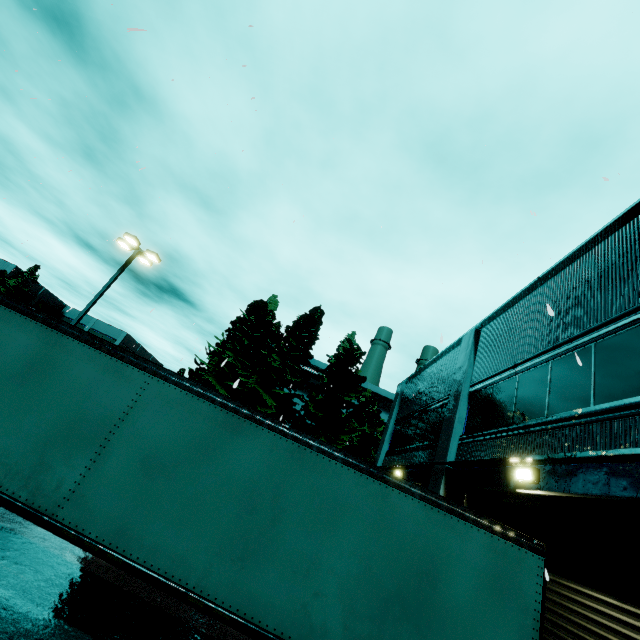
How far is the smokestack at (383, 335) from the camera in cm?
4641

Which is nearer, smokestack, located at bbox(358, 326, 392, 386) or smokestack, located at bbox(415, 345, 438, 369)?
smokestack, located at bbox(358, 326, 392, 386)

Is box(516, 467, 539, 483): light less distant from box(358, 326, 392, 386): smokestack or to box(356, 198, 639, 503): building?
box(356, 198, 639, 503): building

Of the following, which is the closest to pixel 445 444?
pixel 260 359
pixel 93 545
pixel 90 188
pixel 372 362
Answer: pixel 93 545

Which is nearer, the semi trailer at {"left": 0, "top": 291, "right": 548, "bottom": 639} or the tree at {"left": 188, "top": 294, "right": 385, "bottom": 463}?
the semi trailer at {"left": 0, "top": 291, "right": 548, "bottom": 639}

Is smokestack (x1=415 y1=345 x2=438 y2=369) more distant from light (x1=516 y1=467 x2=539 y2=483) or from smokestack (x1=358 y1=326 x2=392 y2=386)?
light (x1=516 y1=467 x2=539 y2=483)

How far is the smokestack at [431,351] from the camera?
48.8 meters

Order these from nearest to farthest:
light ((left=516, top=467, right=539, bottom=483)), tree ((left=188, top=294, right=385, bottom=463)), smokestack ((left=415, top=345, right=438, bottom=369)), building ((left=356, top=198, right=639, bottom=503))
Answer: building ((left=356, top=198, right=639, bottom=503))
light ((left=516, top=467, right=539, bottom=483))
tree ((left=188, top=294, right=385, bottom=463))
smokestack ((left=415, top=345, right=438, bottom=369))
